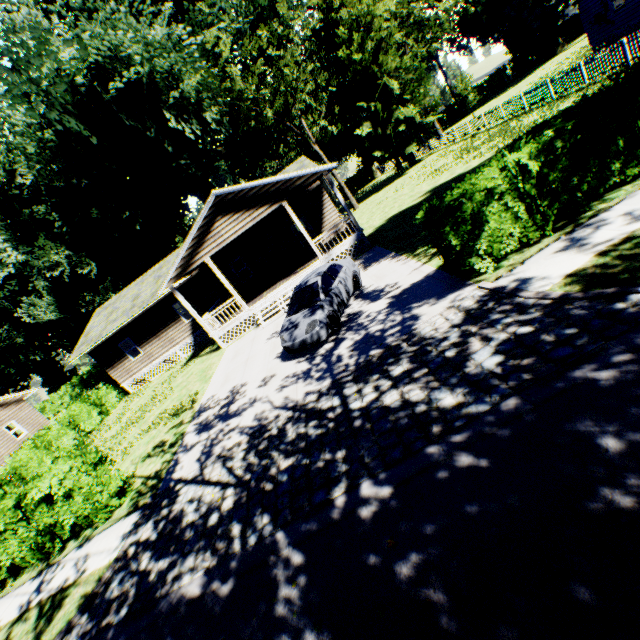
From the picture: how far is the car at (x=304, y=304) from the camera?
9.9 meters

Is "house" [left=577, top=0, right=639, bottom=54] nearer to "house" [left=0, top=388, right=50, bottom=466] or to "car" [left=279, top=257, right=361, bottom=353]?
"car" [left=279, top=257, right=361, bottom=353]

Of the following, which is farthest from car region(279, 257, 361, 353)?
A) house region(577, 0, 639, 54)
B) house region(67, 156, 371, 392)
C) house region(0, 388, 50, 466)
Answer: house region(0, 388, 50, 466)

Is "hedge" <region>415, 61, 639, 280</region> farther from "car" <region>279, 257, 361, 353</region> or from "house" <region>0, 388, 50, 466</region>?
"house" <region>0, 388, 50, 466</region>

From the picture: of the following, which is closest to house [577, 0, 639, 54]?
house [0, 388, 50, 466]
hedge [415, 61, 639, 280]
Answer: hedge [415, 61, 639, 280]

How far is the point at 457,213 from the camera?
7.1m

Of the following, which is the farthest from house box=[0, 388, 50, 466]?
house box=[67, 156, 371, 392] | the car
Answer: the car

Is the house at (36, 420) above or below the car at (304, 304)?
above
